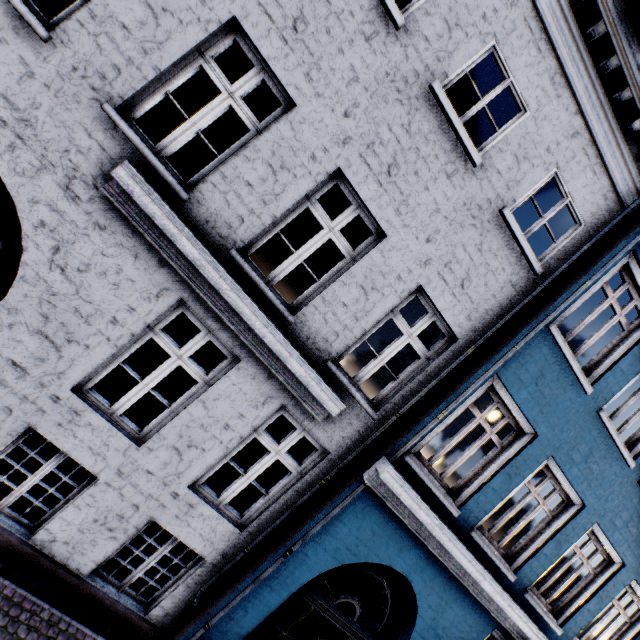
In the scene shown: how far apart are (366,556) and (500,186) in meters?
6.0
